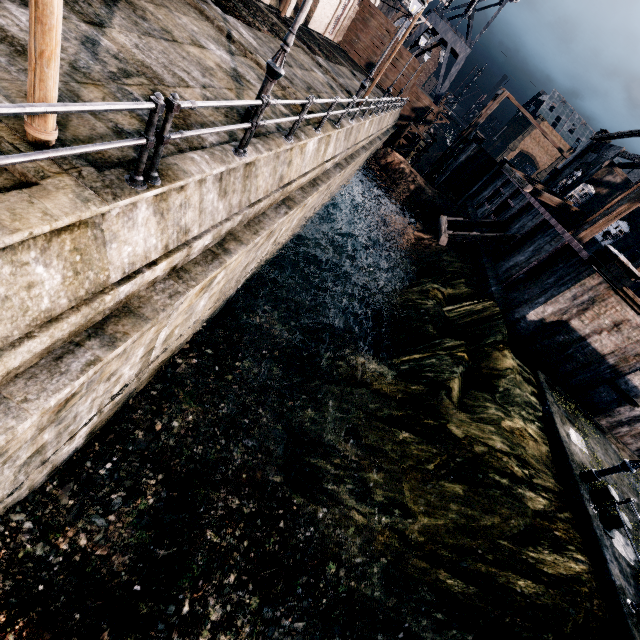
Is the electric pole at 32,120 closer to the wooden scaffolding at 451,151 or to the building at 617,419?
the building at 617,419

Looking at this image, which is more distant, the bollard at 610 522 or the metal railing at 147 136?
the bollard at 610 522

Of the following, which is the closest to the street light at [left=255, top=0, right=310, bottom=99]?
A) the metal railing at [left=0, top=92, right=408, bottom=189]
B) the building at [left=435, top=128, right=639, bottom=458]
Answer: the metal railing at [left=0, top=92, right=408, bottom=189]

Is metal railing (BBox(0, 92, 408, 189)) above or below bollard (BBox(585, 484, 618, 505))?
above

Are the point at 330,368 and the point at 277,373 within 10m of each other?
yes

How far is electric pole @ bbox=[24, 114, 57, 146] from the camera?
3.8 meters

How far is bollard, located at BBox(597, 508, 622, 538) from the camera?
11.03m

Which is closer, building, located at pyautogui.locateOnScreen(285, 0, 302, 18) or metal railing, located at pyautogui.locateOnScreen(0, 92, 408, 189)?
metal railing, located at pyautogui.locateOnScreen(0, 92, 408, 189)
